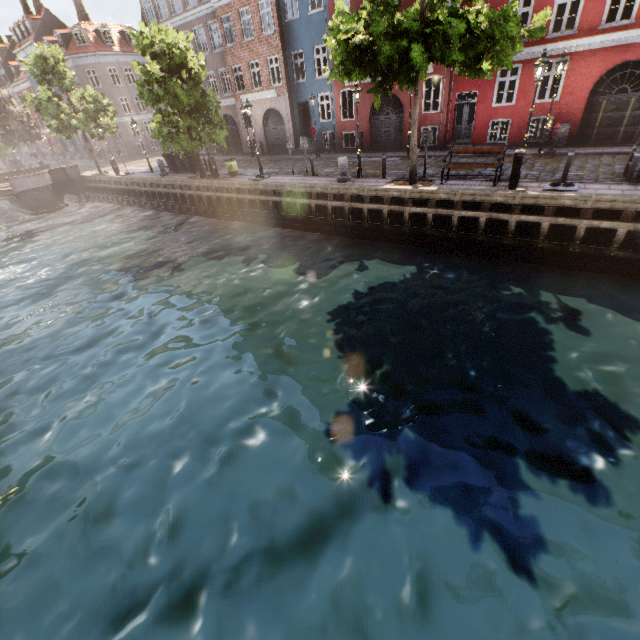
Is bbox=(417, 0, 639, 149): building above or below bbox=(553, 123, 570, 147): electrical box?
above

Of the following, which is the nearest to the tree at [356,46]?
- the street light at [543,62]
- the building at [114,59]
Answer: the street light at [543,62]

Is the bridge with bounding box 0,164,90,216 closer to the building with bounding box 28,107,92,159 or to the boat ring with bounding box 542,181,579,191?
the building with bounding box 28,107,92,159

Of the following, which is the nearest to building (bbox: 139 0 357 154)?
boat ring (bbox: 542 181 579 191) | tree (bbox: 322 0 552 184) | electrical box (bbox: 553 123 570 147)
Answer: electrical box (bbox: 553 123 570 147)

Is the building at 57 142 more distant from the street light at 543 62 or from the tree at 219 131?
the tree at 219 131

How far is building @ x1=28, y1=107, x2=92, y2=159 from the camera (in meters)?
47.34

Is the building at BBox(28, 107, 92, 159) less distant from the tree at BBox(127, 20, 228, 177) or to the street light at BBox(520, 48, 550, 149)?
the street light at BBox(520, 48, 550, 149)

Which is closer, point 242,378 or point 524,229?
point 242,378
